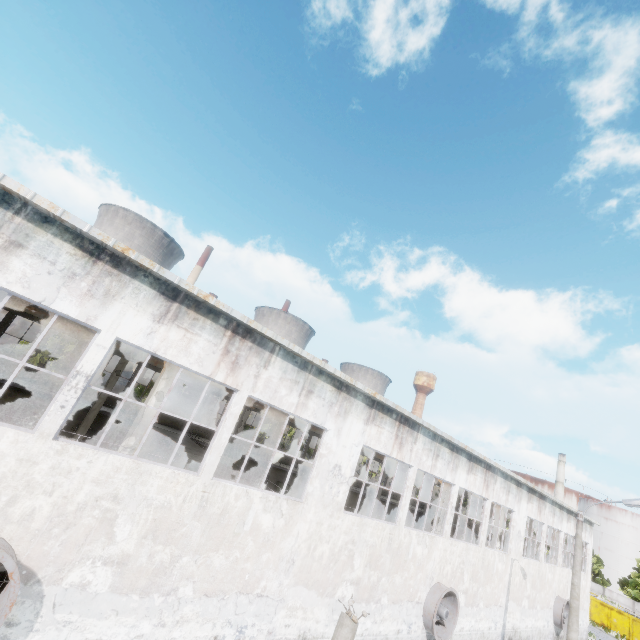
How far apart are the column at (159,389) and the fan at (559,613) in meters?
32.2

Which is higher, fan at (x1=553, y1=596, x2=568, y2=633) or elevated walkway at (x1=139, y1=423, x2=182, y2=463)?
elevated walkway at (x1=139, y1=423, x2=182, y2=463)

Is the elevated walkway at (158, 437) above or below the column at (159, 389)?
below

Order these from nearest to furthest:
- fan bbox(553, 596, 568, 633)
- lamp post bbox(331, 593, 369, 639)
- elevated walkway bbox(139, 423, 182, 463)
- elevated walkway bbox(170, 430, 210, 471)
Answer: lamp post bbox(331, 593, 369, 639)
elevated walkway bbox(139, 423, 182, 463)
elevated walkway bbox(170, 430, 210, 471)
fan bbox(553, 596, 568, 633)

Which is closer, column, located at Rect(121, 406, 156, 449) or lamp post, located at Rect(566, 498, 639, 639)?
column, located at Rect(121, 406, 156, 449)

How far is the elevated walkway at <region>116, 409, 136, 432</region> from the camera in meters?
18.5

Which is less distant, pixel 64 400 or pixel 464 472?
pixel 64 400

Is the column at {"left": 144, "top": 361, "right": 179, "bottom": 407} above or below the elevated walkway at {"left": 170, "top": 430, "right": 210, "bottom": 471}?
above
